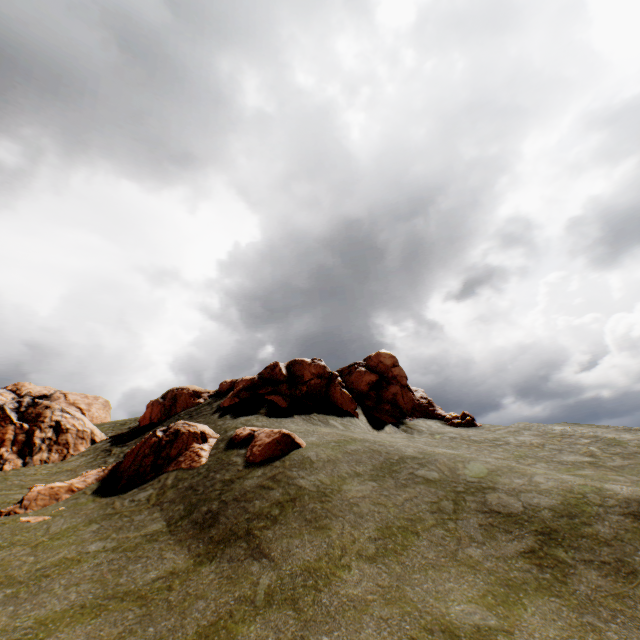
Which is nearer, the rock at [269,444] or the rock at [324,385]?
the rock at [269,444]

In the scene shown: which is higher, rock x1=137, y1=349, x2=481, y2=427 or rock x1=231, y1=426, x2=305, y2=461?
rock x1=137, y1=349, x2=481, y2=427

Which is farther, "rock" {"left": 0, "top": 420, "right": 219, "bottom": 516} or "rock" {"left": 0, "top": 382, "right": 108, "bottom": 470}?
"rock" {"left": 0, "top": 382, "right": 108, "bottom": 470}

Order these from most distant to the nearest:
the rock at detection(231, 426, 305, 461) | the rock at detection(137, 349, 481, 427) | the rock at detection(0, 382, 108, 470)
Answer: the rock at detection(137, 349, 481, 427)
the rock at detection(0, 382, 108, 470)
the rock at detection(231, 426, 305, 461)

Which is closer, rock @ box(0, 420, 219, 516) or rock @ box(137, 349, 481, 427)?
rock @ box(0, 420, 219, 516)

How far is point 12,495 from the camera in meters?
17.7

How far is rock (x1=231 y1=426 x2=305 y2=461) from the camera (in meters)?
16.04
